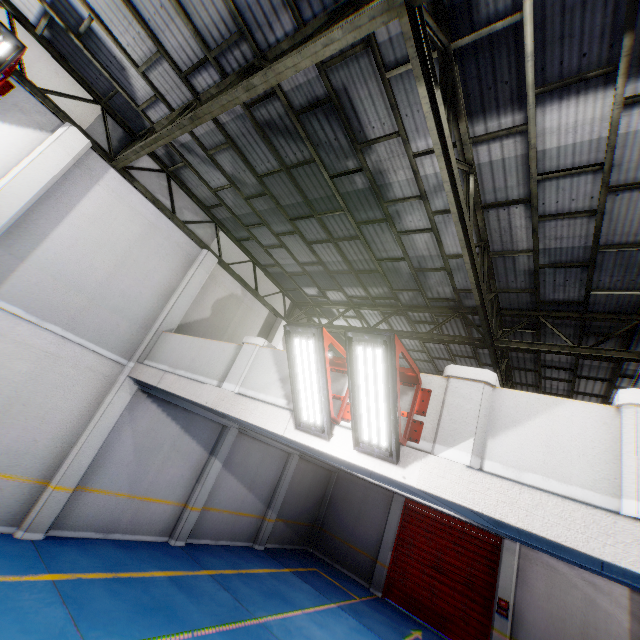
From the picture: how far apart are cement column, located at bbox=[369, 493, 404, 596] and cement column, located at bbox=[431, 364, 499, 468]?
12.4 meters

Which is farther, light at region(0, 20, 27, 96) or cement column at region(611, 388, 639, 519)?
light at region(0, 20, 27, 96)

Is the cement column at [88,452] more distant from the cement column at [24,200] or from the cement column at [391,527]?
the cement column at [24,200]

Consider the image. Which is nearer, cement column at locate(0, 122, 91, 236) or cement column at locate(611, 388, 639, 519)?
cement column at locate(611, 388, 639, 519)

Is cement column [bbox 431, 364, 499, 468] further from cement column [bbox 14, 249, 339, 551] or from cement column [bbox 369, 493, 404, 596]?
cement column [bbox 369, 493, 404, 596]

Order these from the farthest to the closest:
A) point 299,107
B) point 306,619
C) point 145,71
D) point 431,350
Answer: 1. point 431,350
2. point 306,619
3. point 145,71
4. point 299,107

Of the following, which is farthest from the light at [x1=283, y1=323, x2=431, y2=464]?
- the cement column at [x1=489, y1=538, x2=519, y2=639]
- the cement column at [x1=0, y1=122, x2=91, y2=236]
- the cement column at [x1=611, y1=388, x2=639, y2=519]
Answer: the cement column at [x1=489, y1=538, x2=519, y2=639]

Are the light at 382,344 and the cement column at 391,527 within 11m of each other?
no
